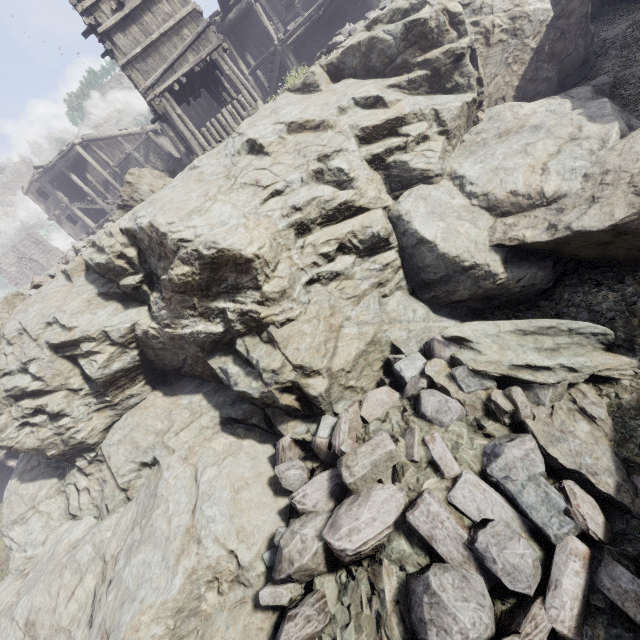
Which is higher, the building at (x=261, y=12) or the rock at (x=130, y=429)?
the building at (x=261, y=12)

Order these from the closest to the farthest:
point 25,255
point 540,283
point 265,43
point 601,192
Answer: point 601,192, point 540,283, point 265,43, point 25,255

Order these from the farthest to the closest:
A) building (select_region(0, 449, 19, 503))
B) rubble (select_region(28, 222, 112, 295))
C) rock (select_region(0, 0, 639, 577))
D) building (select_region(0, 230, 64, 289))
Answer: building (select_region(0, 230, 64, 289)) → building (select_region(0, 449, 19, 503)) → rubble (select_region(28, 222, 112, 295)) → rock (select_region(0, 0, 639, 577))

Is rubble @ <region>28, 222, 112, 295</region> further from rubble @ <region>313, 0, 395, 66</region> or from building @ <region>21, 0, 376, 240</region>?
rubble @ <region>313, 0, 395, 66</region>

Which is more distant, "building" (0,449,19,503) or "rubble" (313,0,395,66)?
"building" (0,449,19,503)

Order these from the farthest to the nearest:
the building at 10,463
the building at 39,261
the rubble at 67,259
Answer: the building at 39,261, the building at 10,463, the rubble at 67,259

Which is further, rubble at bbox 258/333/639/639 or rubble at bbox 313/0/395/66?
rubble at bbox 313/0/395/66

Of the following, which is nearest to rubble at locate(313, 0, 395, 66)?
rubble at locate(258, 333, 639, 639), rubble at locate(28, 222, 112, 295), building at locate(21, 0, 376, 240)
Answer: building at locate(21, 0, 376, 240)
